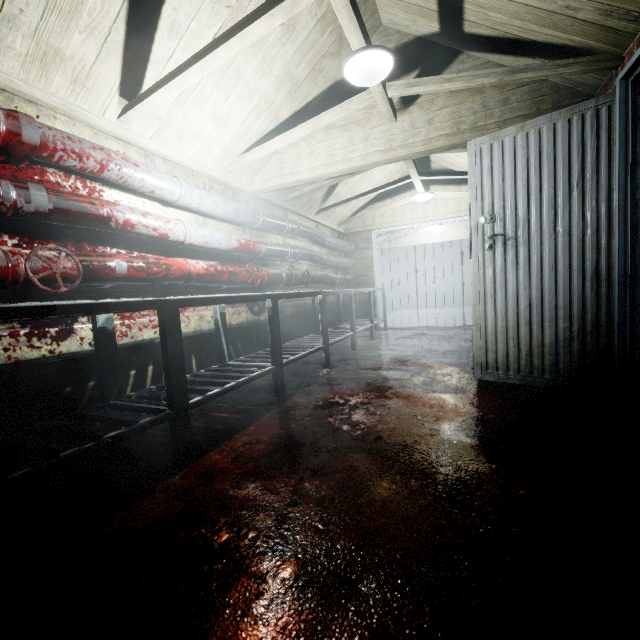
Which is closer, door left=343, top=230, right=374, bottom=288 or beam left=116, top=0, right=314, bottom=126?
beam left=116, top=0, right=314, bottom=126

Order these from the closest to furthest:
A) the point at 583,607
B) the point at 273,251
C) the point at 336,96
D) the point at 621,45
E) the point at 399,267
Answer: the point at 583,607, the point at 621,45, the point at 336,96, the point at 273,251, the point at 399,267

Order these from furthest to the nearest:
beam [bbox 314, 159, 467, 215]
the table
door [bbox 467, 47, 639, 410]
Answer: beam [bbox 314, 159, 467, 215], door [bbox 467, 47, 639, 410], the table

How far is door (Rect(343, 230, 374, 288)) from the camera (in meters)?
6.37

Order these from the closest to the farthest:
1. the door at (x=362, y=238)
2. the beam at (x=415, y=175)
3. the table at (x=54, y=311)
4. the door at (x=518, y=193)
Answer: the table at (x=54, y=311) → the door at (x=518, y=193) → the beam at (x=415, y=175) → the door at (x=362, y=238)

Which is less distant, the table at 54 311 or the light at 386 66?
the table at 54 311

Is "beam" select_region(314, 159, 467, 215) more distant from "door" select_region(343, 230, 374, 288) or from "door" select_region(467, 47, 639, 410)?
"door" select_region(343, 230, 374, 288)

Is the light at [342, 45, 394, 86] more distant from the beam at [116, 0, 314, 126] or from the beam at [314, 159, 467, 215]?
the beam at [314, 159, 467, 215]
